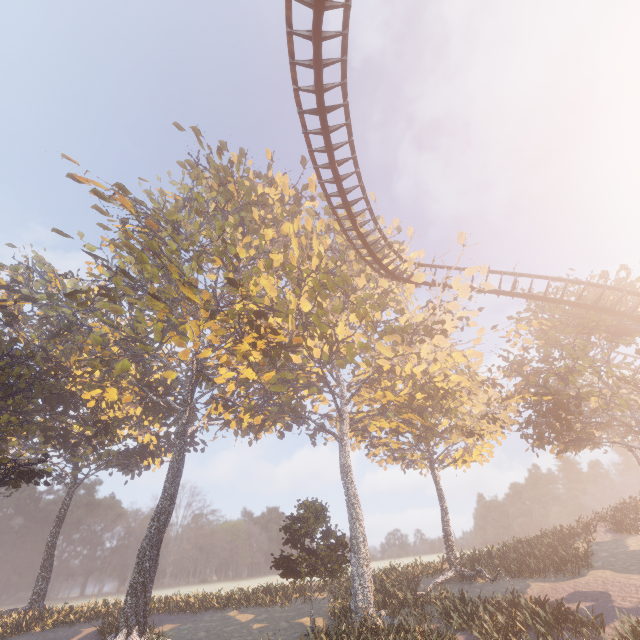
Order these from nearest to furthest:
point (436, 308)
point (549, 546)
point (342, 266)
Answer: point (436, 308) → point (549, 546) → point (342, 266)

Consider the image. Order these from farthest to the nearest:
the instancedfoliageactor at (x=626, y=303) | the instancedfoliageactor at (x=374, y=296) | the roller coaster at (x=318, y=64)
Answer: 1. the instancedfoliageactor at (x=626, y=303)
2. the instancedfoliageactor at (x=374, y=296)
3. the roller coaster at (x=318, y=64)

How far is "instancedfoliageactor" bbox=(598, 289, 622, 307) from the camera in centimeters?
1975cm

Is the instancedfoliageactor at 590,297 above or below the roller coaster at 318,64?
below

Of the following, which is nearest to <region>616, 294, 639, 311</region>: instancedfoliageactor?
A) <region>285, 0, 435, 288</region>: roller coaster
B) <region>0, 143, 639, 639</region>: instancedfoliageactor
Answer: <region>0, 143, 639, 639</region>: instancedfoliageactor

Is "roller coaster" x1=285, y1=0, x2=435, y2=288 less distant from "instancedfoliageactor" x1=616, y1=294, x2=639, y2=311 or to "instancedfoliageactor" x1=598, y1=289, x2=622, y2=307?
"instancedfoliageactor" x1=598, y1=289, x2=622, y2=307

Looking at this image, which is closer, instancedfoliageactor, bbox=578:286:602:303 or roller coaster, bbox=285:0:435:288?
roller coaster, bbox=285:0:435:288
